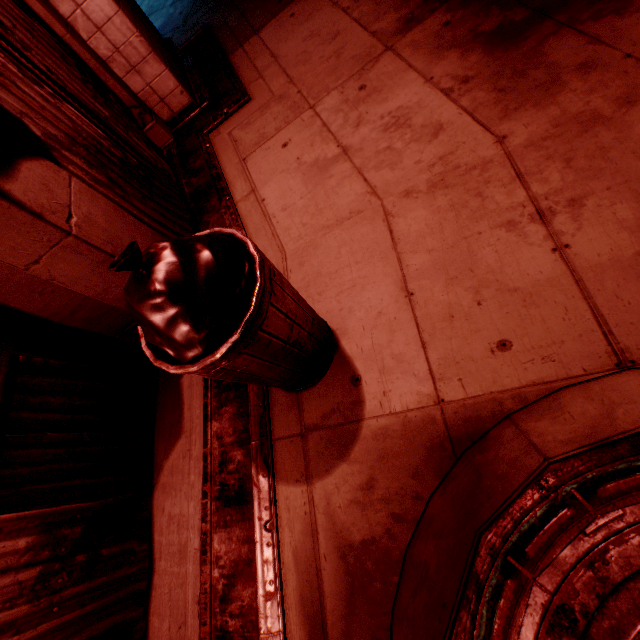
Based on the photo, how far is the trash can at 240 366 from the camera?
1.2m

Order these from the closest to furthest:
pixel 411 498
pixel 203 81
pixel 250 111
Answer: pixel 411 498 → pixel 250 111 → pixel 203 81

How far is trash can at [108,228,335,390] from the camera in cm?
123
